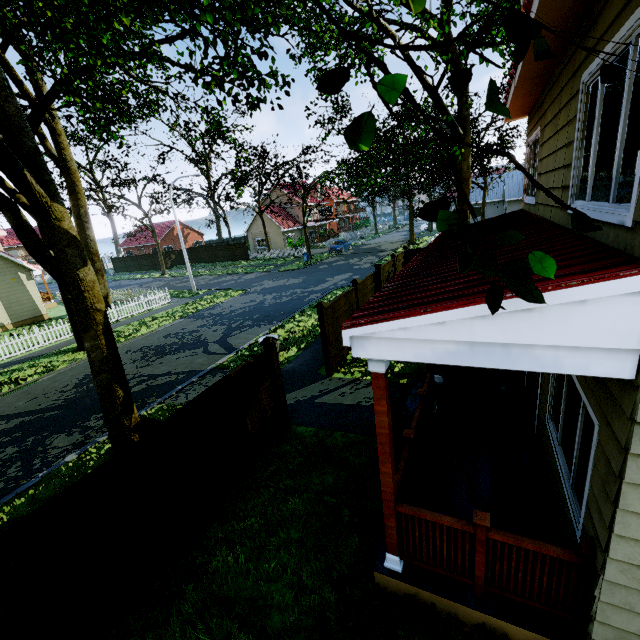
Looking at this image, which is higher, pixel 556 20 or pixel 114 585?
pixel 556 20

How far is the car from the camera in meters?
38.0 m

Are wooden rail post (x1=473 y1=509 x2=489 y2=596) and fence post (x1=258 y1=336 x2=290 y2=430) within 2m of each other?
no

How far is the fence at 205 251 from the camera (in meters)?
45.22

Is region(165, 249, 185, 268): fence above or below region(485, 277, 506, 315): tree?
below

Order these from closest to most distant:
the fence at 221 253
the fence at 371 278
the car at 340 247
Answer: the fence at 371 278 < the car at 340 247 < the fence at 221 253

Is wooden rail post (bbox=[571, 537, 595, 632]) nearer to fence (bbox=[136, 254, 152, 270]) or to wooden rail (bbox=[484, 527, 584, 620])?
wooden rail (bbox=[484, 527, 584, 620])

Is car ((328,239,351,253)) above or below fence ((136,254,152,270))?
below
